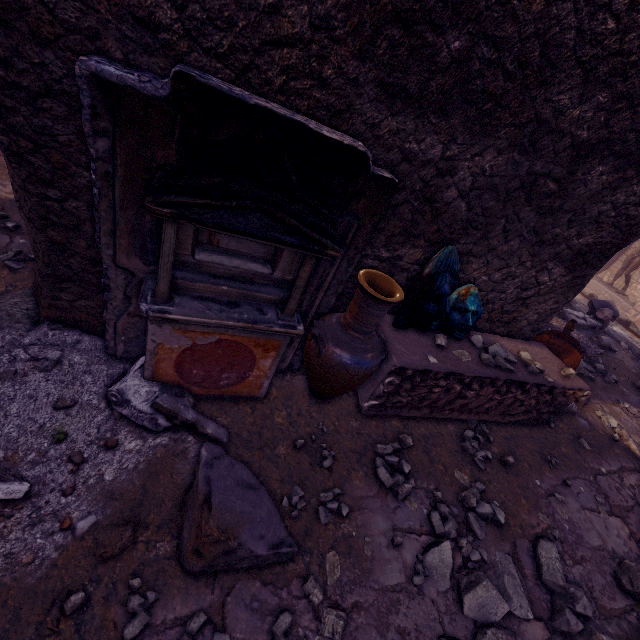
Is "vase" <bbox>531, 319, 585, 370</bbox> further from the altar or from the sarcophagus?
the altar

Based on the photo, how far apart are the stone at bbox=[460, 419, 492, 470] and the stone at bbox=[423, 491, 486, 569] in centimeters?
19cm

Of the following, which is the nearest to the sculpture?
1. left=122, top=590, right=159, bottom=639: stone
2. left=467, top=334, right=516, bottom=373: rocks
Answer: left=467, top=334, right=516, bottom=373: rocks

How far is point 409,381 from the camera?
3.0 meters

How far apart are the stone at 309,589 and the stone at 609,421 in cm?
508

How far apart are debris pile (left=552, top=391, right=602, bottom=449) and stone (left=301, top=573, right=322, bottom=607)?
3.81m

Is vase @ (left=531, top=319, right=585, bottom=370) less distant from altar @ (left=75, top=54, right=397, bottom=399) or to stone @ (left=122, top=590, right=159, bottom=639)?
altar @ (left=75, top=54, right=397, bottom=399)

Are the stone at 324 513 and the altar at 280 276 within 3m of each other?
yes
